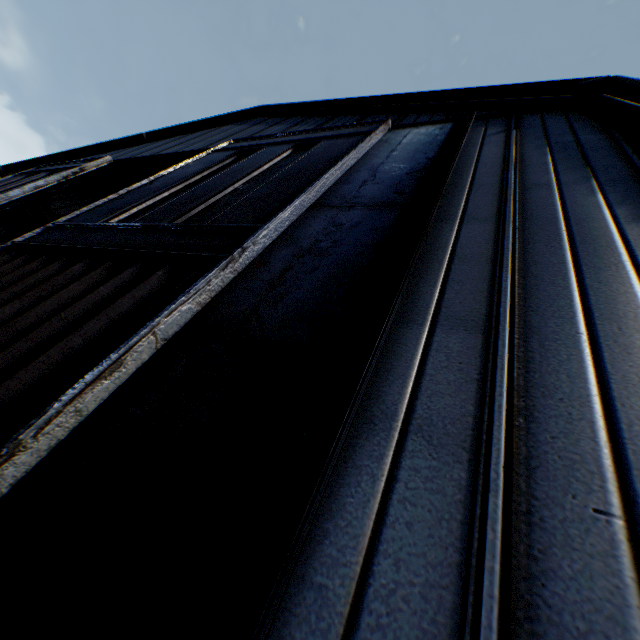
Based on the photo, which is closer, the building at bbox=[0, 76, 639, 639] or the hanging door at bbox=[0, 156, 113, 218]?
the building at bbox=[0, 76, 639, 639]

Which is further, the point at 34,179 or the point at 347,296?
the point at 34,179

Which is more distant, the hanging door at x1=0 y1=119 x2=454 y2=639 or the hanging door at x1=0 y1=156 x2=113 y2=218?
the hanging door at x1=0 y1=156 x2=113 y2=218

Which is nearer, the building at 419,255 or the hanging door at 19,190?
the building at 419,255

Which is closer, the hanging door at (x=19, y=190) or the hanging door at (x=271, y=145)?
the hanging door at (x=271, y=145)
